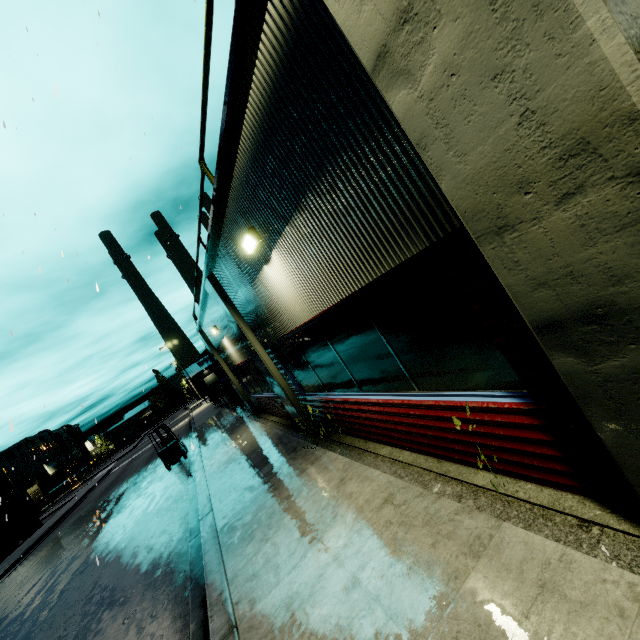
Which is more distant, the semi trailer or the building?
the semi trailer

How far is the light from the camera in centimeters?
505cm

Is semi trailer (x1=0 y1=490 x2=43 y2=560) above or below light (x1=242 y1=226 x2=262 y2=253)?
below

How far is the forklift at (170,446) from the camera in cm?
1642

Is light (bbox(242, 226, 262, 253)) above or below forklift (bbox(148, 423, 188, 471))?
above

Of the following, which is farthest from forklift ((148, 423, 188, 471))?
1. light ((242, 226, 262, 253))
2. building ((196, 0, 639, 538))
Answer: light ((242, 226, 262, 253))

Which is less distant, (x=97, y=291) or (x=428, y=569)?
(x=428, y=569)

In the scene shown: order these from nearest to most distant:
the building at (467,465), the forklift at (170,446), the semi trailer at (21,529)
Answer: the building at (467,465) < the forklift at (170,446) < the semi trailer at (21,529)
